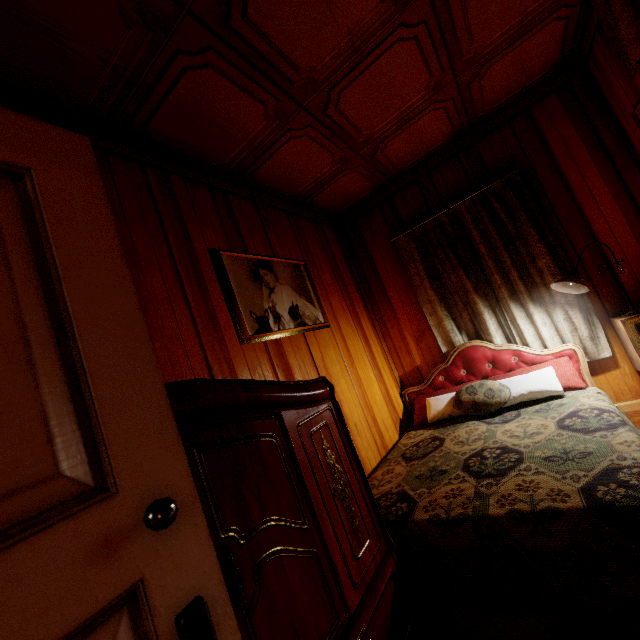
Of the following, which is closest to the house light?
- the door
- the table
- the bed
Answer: the table

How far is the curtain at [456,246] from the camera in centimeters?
264cm

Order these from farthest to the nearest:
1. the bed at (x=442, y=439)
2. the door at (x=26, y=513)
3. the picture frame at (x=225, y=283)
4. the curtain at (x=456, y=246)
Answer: the curtain at (x=456, y=246) < the picture frame at (x=225, y=283) < the bed at (x=442, y=439) < the door at (x=26, y=513)

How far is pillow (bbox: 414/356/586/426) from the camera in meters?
2.4 m

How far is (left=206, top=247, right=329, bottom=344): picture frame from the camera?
2.0m

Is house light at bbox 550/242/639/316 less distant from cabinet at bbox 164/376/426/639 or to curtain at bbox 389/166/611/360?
curtain at bbox 389/166/611/360

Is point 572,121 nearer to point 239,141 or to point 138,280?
point 239,141

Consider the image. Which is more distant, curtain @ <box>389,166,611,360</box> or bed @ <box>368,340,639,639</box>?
curtain @ <box>389,166,611,360</box>
